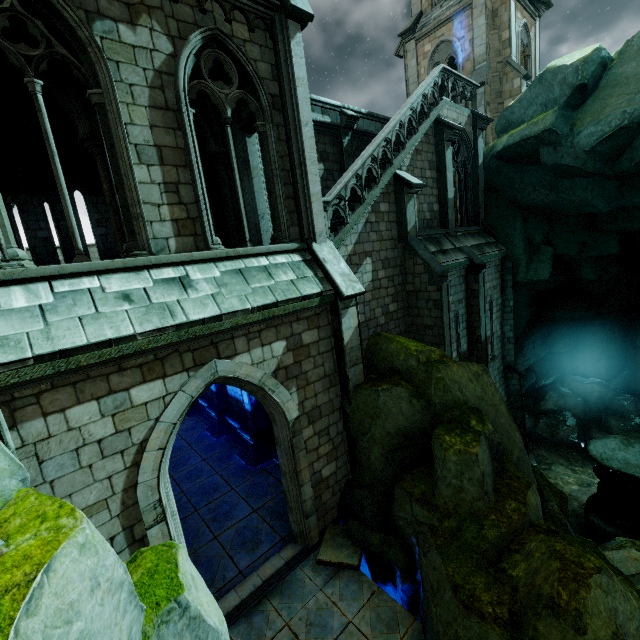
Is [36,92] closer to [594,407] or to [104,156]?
[104,156]

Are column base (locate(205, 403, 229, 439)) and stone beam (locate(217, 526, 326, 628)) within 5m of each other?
no

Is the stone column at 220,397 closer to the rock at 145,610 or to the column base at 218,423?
the column base at 218,423

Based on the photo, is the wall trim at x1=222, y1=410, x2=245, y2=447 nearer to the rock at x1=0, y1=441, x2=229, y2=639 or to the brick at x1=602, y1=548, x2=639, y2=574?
the rock at x1=0, y1=441, x2=229, y2=639

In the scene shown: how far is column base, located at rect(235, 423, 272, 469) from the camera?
11.45m

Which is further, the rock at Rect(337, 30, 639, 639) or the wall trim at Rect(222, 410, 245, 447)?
the wall trim at Rect(222, 410, 245, 447)

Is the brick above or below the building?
below

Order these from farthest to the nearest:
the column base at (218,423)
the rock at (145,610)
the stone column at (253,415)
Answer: the column base at (218,423) < the stone column at (253,415) < the rock at (145,610)
